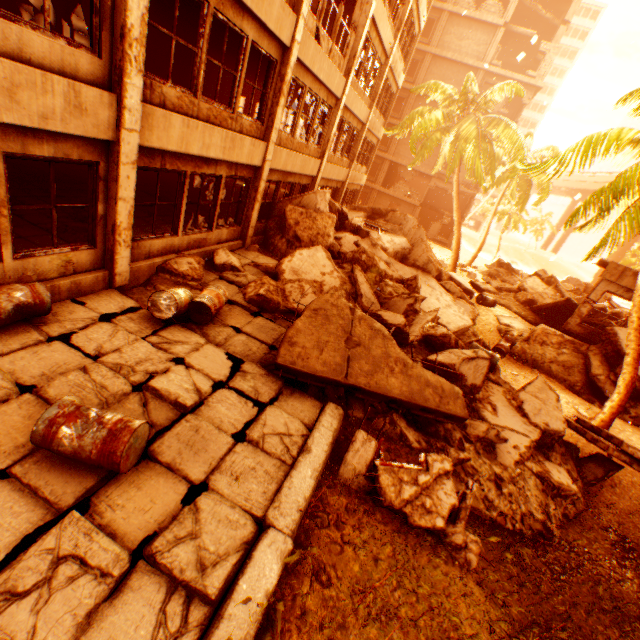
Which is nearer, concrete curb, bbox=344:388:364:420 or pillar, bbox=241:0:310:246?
concrete curb, bbox=344:388:364:420

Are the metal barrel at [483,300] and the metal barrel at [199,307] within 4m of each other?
no

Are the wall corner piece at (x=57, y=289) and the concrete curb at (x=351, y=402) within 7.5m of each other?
yes

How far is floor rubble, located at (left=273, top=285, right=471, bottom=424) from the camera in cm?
574

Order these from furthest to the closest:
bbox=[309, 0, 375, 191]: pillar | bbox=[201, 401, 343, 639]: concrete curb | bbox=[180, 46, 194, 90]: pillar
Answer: bbox=[180, 46, 194, 90]: pillar
bbox=[309, 0, 375, 191]: pillar
bbox=[201, 401, 343, 639]: concrete curb

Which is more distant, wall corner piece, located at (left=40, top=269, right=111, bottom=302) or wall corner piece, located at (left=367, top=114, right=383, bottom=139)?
wall corner piece, located at (left=367, top=114, right=383, bottom=139)

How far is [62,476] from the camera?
3.31m

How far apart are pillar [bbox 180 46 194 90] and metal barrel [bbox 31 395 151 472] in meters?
16.2 m
